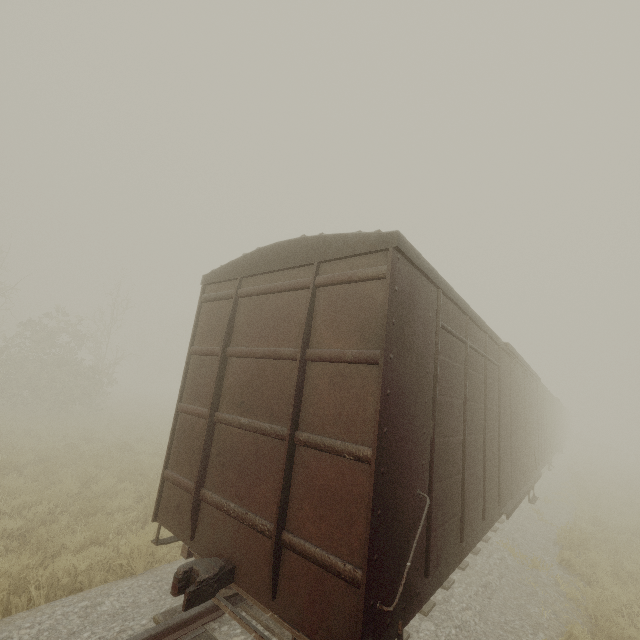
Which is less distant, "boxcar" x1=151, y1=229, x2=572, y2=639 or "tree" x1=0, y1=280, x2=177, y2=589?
"boxcar" x1=151, y1=229, x2=572, y2=639

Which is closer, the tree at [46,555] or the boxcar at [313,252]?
the boxcar at [313,252]

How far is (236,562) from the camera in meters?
3.4
